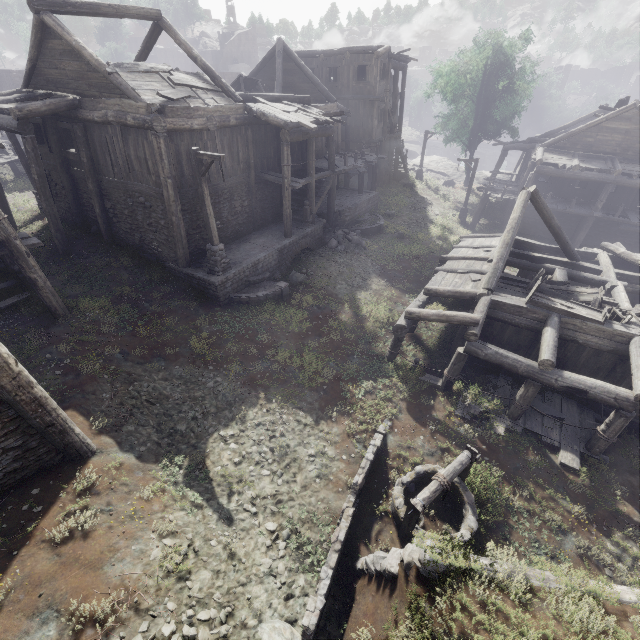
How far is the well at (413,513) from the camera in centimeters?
693cm

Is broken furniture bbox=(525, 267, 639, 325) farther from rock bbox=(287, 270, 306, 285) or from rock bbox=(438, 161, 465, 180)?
A: rock bbox=(438, 161, 465, 180)

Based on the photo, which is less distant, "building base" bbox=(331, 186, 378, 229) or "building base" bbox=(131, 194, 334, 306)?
"building base" bbox=(131, 194, 334, 306)

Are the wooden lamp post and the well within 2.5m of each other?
no

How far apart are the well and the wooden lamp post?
10.1 meters

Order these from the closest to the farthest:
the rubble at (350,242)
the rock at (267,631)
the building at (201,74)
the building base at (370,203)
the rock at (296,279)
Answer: the rock at (267,631) < the building at (201,74) < the rock at (296,279) < the rubble at (350,242) < the building base at (370,203)

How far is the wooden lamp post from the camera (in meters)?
11.08

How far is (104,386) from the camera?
8.96m
